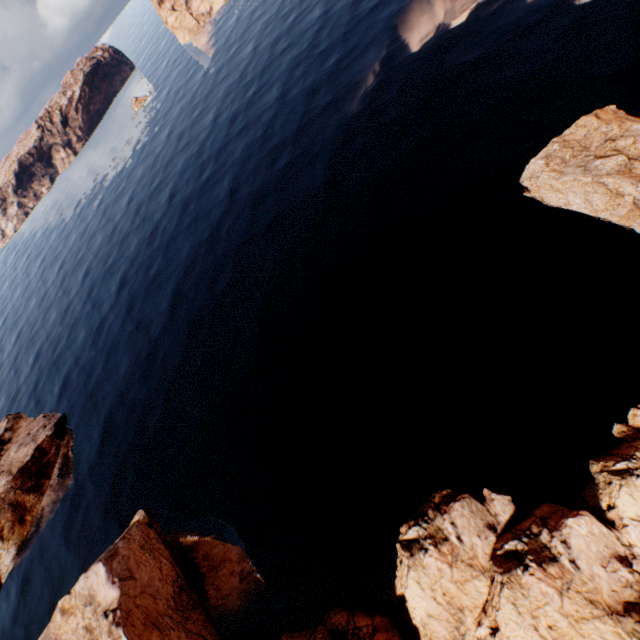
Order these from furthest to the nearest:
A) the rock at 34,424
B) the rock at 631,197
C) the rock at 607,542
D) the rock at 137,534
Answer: the rock at 34,424 < the rock at 137,534 < the rock at 631,197 < the rock at 607,542

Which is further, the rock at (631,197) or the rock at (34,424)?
the rock at (34,424)

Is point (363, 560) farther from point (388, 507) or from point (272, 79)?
point (272, 79)

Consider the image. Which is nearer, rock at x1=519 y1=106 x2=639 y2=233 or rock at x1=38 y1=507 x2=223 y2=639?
rock at x1=519 y1=106 x2=639 y2=233

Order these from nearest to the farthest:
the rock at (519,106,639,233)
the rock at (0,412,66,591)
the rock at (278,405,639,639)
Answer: Result:
1. the rock at (278,405,639,639)
2. the rock at (519,106,639,233)
3. the rock at (0,412,66,591)
